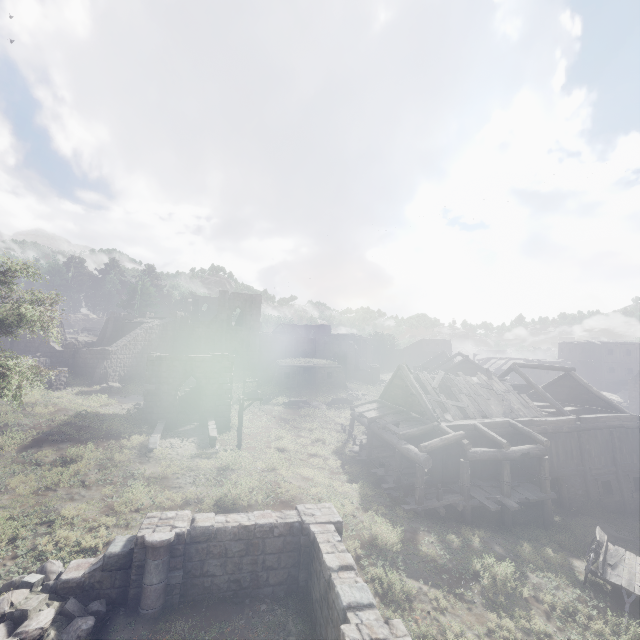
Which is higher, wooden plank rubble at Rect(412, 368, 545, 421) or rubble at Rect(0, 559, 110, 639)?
wooden plank rubble at Rect(412, 368, 545, 421)

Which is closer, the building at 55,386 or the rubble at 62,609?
the rubble at 62,609

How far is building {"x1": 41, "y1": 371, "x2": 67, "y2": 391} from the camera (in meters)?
27.25

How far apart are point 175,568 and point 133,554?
A: 1.21m

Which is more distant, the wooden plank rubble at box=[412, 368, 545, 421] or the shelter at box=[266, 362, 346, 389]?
the shelter at box=[266, 362, 346, 389]

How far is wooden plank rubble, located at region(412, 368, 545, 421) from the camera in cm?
1976

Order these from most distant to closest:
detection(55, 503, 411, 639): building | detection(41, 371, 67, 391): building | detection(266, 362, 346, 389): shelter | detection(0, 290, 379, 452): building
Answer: detection(266, 362, 346, 389): shelter
detection(41, 371, 67, 391): building
detection(0, 290, 379, 452): building
detection(55, 503, 411, 639): building

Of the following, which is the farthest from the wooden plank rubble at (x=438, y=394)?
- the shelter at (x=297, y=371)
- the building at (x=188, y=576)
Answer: the shelter at (x=297, y=371)
